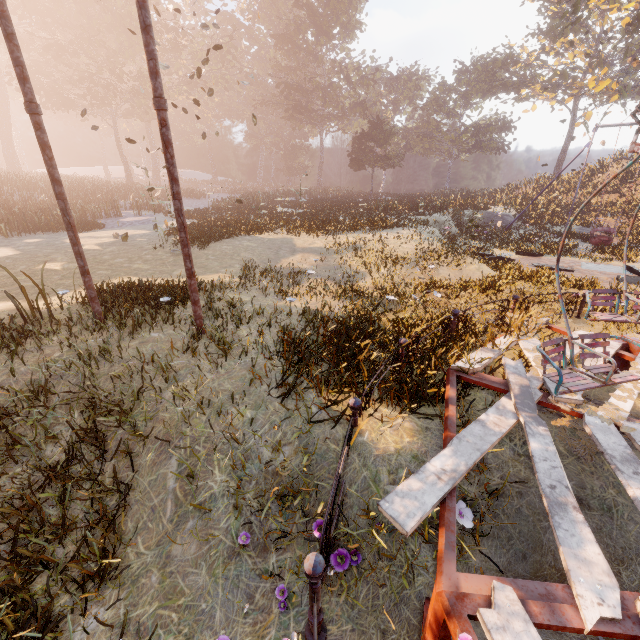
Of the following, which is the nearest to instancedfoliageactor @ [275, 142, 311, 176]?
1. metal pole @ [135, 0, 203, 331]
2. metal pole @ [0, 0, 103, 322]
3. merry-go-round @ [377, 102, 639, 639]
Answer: → merry-go-round @ [377, 102, 639, 639]

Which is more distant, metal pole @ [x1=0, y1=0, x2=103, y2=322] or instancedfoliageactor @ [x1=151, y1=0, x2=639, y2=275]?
instancedfoliageactor @ [x1=151, y1=0, x2=639, y2=275]

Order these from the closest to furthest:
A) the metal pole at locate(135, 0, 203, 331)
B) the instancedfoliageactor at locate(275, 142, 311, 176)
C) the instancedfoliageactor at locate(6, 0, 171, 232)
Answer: the metal pole at locate(135, 0, 203, 331)
the instancedfoliageactor at locate(6, 0, 171, 232)
the instancedfoliageactor at locate(275, 142, 311, 176)

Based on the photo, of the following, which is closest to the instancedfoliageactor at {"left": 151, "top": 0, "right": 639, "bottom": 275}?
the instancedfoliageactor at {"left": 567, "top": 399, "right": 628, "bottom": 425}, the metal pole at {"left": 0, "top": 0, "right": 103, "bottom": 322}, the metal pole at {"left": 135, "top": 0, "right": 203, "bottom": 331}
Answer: the metal pole at {"left": 135, "top": 0, "right": 203, "bottom": 331}

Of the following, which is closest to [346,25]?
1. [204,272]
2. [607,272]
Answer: [607,272]

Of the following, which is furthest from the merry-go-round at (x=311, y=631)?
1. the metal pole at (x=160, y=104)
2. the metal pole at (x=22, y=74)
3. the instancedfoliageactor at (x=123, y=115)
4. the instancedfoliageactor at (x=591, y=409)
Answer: the instancedfoliageactor at (x=123, y=115)

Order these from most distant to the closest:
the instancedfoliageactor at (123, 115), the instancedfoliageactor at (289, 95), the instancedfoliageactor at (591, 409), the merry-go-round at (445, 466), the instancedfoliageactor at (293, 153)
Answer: the instancedfoliageactor at (293, 153), the instancedfoliageactor at (123, 115), the instancedfoliageactor at (289, 95), the instancedfoliageactor at (591, 409), the merry-go-round at (445, 466)

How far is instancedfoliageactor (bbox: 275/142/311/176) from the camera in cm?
5697
